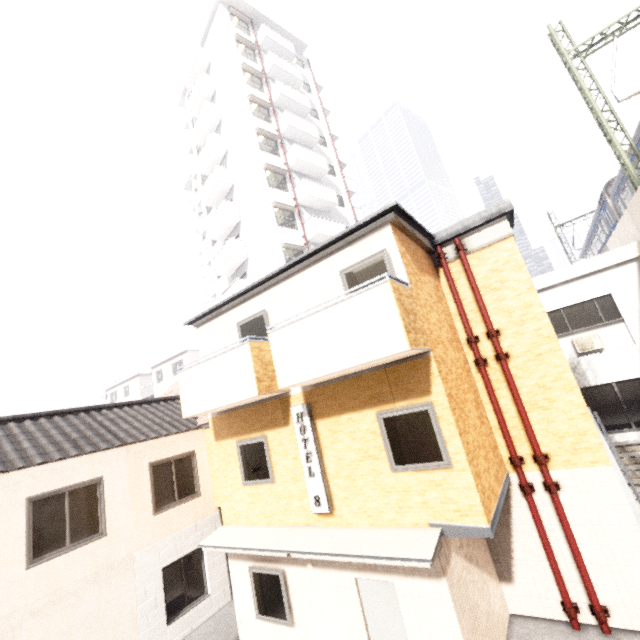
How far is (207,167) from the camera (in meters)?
25.17

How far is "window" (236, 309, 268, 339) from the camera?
8.5m

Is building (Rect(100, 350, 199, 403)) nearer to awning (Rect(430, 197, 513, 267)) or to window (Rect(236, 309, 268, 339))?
awning (Rect(430, 197, 513, 267))

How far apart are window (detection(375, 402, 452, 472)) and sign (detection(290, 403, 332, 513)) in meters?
1.5 m

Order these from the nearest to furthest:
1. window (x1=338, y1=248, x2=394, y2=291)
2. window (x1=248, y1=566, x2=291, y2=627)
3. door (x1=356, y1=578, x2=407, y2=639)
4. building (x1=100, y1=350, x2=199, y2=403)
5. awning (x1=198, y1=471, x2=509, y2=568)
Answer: awning (x1=198, y1=471, x2=509, y2=568) → door (x1=356, y1=578, x2=407, y2=639) → window (x1=338, y1=248, x2=394, y2=291) → window (x1=248, y1=566, x2=291, y2=627) → building (x1=100, y1=350, x2=199, y2=403)

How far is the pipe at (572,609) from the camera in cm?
679

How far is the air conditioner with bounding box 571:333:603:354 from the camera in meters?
11.5

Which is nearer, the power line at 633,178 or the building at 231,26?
the power line at 633,178
